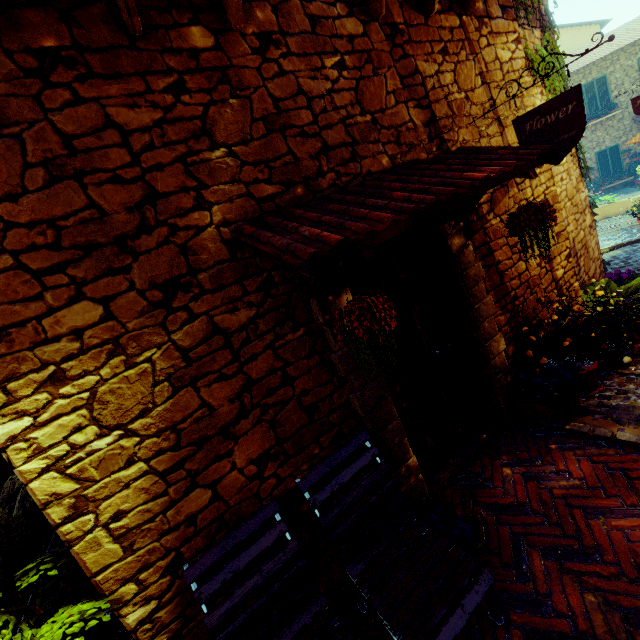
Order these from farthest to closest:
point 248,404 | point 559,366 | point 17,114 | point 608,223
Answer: point 608,223 → point 559,366 → point 248,404 → point 17,114

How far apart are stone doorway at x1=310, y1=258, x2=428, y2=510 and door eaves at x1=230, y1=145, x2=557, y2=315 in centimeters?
1cm

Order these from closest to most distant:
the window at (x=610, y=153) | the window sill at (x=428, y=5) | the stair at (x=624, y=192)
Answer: the window sill at (x=428, y=5)
the stair at (x=624, y=192)
the window at (x=610, y=153)

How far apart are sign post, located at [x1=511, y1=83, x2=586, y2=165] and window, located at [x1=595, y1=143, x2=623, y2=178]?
23.0m

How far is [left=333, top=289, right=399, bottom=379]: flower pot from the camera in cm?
175

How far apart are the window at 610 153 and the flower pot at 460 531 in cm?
2485

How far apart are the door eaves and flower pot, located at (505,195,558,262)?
0.2 meters

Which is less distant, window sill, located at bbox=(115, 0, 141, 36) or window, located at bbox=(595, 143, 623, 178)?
window sill, located at bbox=(115, 0, 141, 36)
